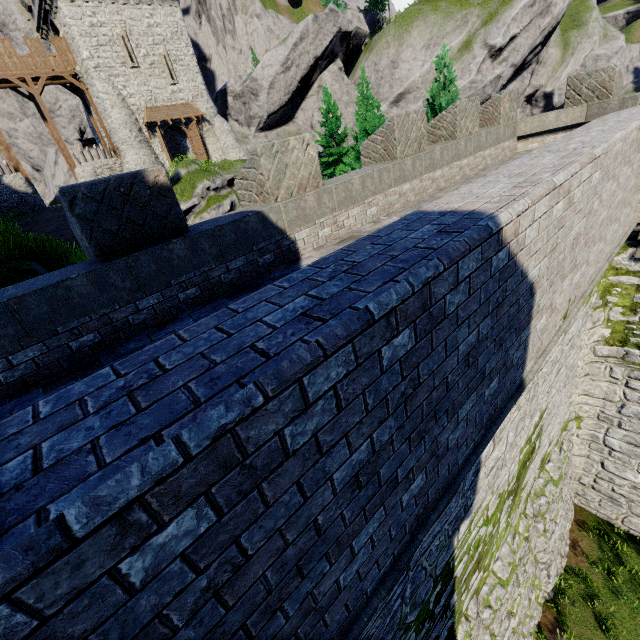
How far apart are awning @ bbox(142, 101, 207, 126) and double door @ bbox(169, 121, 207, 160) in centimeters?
26cm

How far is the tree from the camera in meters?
13.1 m

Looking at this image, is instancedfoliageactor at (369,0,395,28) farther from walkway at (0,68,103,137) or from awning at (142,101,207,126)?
walkway at (0,68,103,137)

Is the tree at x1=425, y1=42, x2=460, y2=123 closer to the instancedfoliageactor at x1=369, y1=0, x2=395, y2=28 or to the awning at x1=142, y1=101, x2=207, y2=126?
the awning at x1=142, y1=101, x2=207, y2=126

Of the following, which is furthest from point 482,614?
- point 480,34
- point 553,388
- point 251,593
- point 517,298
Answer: point 480,34

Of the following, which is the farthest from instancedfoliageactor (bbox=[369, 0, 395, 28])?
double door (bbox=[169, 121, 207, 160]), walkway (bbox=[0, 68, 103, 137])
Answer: walkway (bbox=[0, 68, 103, 137])

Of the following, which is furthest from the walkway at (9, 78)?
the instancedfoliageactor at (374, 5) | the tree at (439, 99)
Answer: the instancedfoliageactor at (374, 5)

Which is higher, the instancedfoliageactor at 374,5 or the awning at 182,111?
the instancedfoliageactor at 374,5
